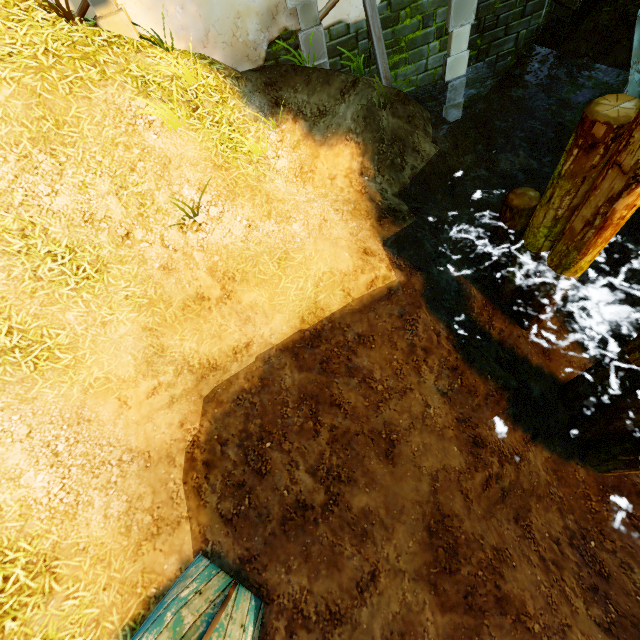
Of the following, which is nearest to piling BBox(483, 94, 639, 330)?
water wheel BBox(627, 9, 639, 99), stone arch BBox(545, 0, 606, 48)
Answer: water wheel BBox(627, 9, 639, 99)

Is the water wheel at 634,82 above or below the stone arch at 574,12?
above

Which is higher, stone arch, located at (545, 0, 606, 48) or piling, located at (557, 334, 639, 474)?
stone arch, located at (545, 0, 606, 48)

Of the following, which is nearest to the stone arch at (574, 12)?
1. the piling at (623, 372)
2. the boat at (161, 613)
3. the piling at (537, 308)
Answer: the piling at (537, 308)

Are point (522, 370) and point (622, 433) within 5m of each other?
yes

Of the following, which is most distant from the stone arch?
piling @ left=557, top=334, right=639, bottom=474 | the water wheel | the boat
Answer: the boat

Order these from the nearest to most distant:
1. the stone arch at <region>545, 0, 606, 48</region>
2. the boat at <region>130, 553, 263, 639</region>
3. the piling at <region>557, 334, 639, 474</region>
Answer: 1. the boat at <region>130, 553, 263, 639</region>
2. the piling at <region>557, 334, 639, 474</region>
3. the stone arch at <region>545, 0, 606, 48</region>

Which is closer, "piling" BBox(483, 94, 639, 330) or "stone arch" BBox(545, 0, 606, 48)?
"piling" BBox(483, 94, 639, 330)
